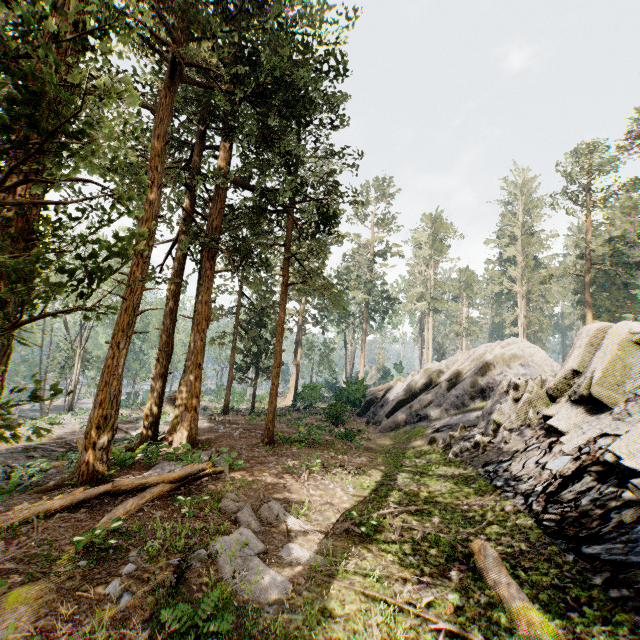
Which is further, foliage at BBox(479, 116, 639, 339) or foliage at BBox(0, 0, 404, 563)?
foliage at BBox(479, 116, 639, 339)

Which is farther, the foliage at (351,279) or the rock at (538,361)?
the rock at (538,361)

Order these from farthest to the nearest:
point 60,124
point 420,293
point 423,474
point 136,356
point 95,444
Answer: point 420,293
point 136,356
point 423,474
point 95,444
point 60,124

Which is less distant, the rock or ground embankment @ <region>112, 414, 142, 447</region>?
the rock

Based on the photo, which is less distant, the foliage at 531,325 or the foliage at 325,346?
the foliage at 531,325

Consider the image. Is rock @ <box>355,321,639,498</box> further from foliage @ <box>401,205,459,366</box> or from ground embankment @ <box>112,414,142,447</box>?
ground embankment @ <box>112,414,142,447</box>
